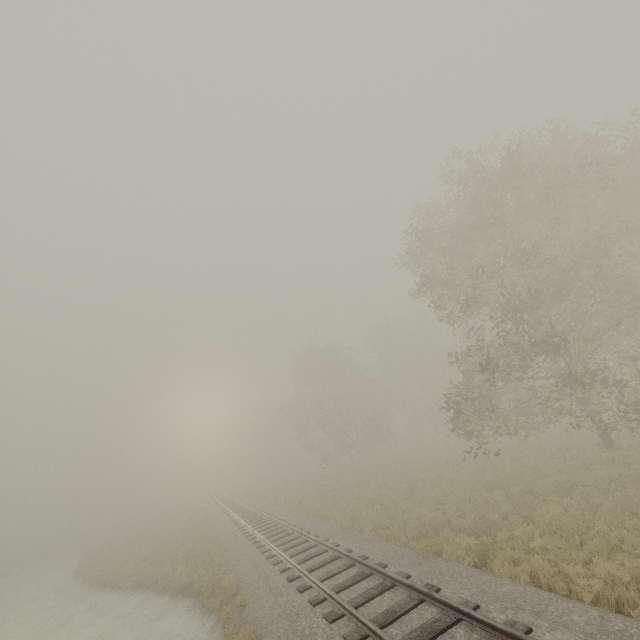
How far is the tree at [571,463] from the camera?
13.8 meters

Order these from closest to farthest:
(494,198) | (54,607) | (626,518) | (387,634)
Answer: (387,634) < (626,518) < (494,198) < (54,607)

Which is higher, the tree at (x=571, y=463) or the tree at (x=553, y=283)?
the tree at (x=553, y=283)

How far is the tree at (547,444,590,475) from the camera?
13.82m

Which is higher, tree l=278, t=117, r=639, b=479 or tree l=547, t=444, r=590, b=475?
tree l=278, t=117, r=639, b=479
